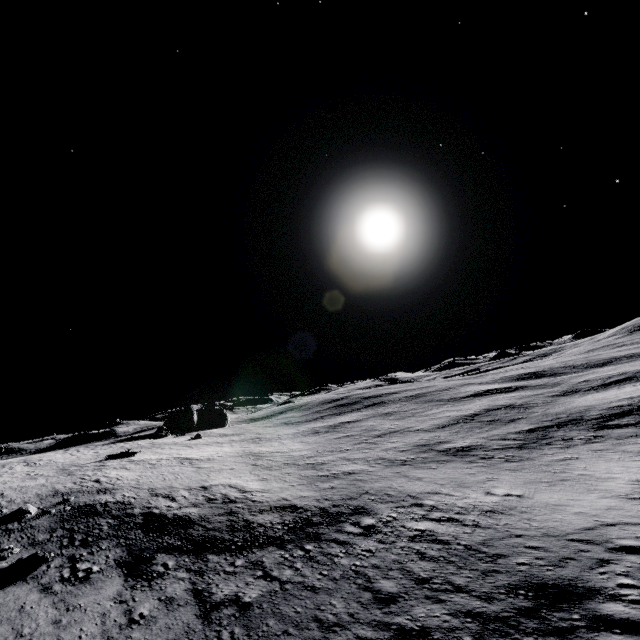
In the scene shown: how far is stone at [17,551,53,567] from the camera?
19.7m

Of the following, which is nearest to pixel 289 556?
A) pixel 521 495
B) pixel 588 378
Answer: pixel 521 495

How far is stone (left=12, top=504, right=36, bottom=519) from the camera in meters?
25.4 m

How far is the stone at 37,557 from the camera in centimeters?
1966cm

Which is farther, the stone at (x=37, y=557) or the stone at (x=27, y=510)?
the stone at (x=27, y=510)

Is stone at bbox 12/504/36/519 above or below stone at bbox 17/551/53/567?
above

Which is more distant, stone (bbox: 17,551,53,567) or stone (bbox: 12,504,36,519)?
stone (bbox: 12,504,36,519)

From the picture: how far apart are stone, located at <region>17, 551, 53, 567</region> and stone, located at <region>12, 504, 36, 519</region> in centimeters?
668cm
